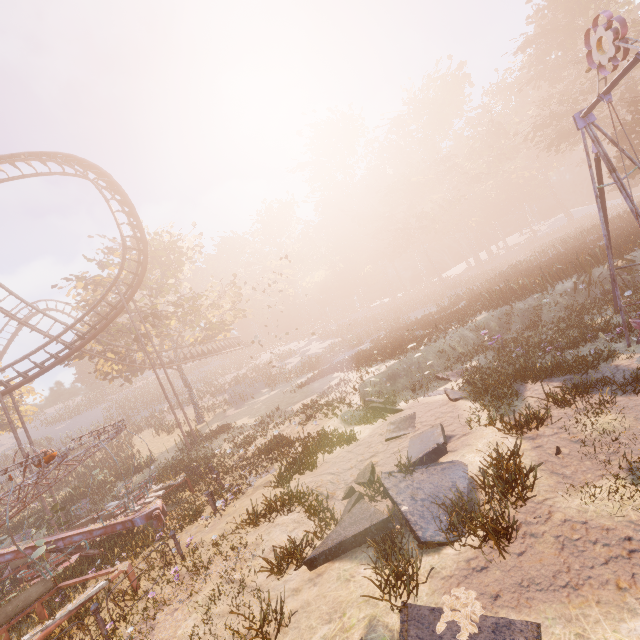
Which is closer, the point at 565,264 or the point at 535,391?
the point at 535,391

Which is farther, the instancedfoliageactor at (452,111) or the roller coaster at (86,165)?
the instancedfoliageactor at (452,111)

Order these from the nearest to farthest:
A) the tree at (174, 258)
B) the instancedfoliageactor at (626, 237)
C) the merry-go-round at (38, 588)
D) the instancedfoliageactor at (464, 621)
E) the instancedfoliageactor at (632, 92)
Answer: the instancedfoliageactor at (464, 621), the merry-go-round at (38, 588), the instancedfoliageactor at (626, 237), the instancedfoliageactor at (632, 92), the tree at (174, 258)

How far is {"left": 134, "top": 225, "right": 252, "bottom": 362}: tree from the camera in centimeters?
2922cm

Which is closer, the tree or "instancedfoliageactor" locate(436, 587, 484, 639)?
"instancedfoliageactor" locate(436, 587, 484, 639)

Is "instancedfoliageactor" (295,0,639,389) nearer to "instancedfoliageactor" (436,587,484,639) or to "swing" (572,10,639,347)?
"swing" (572,10,639,347)

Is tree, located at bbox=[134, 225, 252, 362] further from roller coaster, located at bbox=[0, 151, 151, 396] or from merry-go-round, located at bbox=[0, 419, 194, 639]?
merry-go-round, located at bbox=[0, 419, 194, 639]

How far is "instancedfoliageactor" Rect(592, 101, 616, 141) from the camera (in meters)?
31.97
